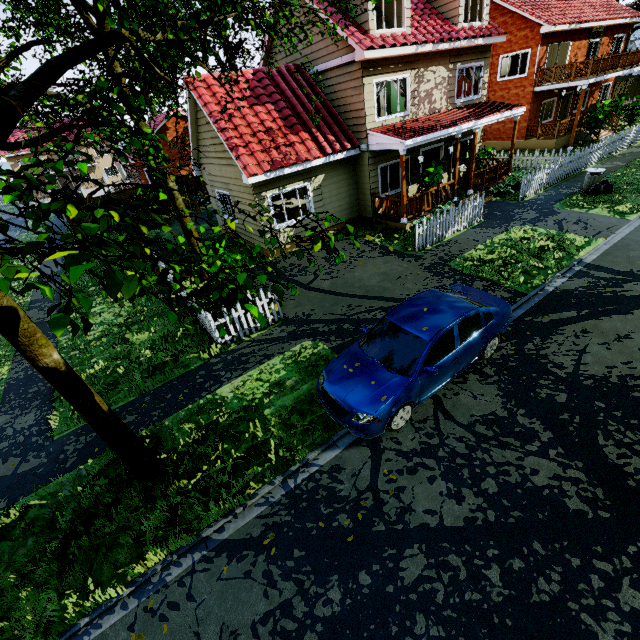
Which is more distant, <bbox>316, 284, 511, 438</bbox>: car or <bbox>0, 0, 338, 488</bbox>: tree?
<bbox>316, 284, 511, 438</bbox>: car

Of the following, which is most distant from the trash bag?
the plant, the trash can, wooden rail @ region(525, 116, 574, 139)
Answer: wooden rail @ region(525, 116, 574, 139)

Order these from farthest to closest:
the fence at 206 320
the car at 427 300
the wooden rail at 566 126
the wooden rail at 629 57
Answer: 1. the wooden rail at 566 126
2. the wooden rail at 629 57
3. the fence at 206 320
4. the car at 427 300

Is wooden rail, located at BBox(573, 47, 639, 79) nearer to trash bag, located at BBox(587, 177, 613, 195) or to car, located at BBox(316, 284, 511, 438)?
trash bag, located at BBox(587, 177, 613, 195)

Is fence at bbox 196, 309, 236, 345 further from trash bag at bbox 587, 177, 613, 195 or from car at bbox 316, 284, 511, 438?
car at bbox 316, 284, 511, 438

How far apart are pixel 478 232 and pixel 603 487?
10.1m

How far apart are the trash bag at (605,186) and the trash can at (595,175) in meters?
0.0

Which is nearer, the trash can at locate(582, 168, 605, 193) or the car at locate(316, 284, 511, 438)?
the car at locate(316, 284, 511, 438)
